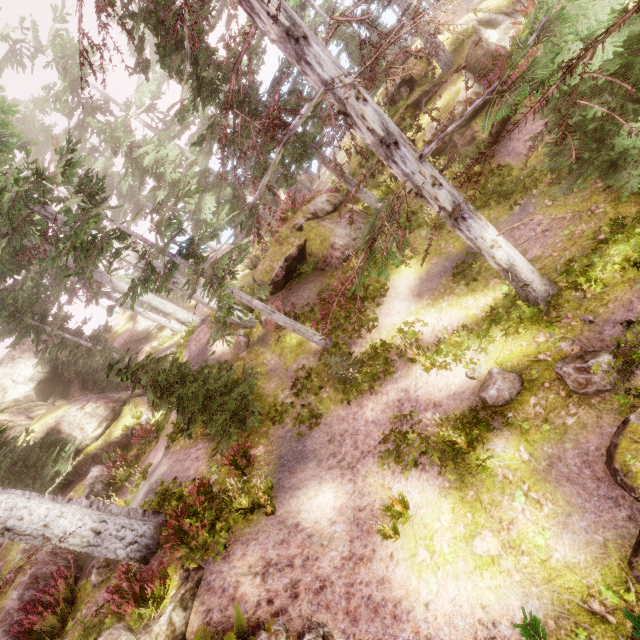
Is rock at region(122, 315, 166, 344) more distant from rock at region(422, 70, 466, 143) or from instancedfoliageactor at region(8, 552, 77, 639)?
rock at region(422, 70, 466, 143)

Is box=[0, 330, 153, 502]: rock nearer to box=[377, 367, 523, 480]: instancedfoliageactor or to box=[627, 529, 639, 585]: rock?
box=[377, 367, 523, 480]: instancedfoliageactor

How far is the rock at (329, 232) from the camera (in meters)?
14.27

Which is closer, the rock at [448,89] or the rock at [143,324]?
the rock at [448,89]

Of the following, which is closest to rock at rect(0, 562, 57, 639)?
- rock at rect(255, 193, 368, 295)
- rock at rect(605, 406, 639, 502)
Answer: rock at rect(605, 406, 639, 502)

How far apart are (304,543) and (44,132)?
40.44m

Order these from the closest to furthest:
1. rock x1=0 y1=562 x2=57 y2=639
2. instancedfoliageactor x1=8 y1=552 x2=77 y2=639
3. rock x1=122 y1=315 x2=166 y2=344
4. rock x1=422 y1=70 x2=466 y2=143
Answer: instancedfoliageactor x1=8 y1=552 x2=77 y2=639 → rock x1=0 y1=562 x2=57 y2=639 → rock x1=422 y1=70 x2=466 y2=143 → rock x1=122 y1=315 x2=166 y2=344

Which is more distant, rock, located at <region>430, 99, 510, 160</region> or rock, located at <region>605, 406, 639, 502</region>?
rock, located at <region>430, 99, 510, 160</region>
